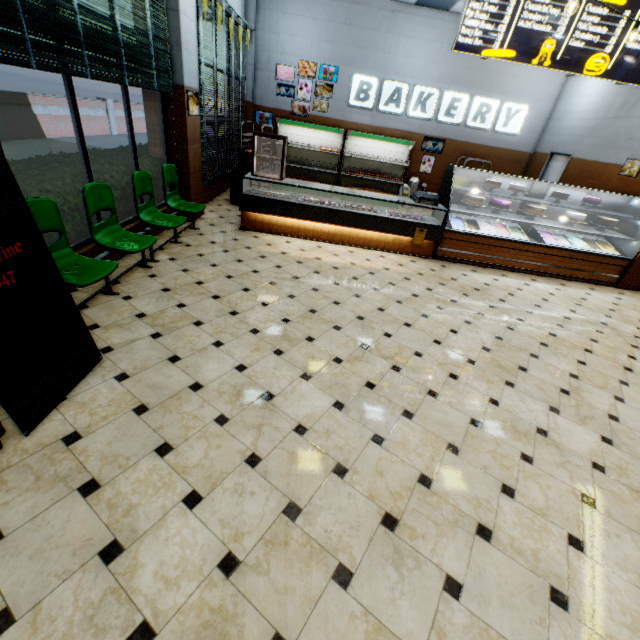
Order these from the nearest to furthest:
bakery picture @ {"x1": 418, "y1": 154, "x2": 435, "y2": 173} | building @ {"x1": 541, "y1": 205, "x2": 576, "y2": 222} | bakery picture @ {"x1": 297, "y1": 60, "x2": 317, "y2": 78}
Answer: building @ {"x1": 541, "y1": 205, "x2": 576, "y2": 222}, bakery picture @ {"x1": 297, "y1": 60, "x2": 317, "y2": 78}, bakery picture @ {"x1": 418, "y1": 154, "x2": 435, "y2": 173}

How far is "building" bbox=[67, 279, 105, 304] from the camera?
3.6m

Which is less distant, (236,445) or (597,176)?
(236,445)

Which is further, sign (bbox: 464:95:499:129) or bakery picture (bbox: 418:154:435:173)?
bakery picture (bbox: 418:154:435:173)

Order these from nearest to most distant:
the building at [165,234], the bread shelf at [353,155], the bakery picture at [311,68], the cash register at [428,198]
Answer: the building at [165,234], the cash register at [428,198], the bakery picture at [311,68], the bread shelf at [353,155]

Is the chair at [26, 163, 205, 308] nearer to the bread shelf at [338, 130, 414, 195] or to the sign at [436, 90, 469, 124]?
the bread shelf at [338, 130, 414, 195]

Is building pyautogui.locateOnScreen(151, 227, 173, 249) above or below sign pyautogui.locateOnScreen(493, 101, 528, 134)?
below

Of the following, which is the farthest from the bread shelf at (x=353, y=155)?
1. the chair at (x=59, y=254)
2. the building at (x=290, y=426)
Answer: the chair at (x=59, y=254)
